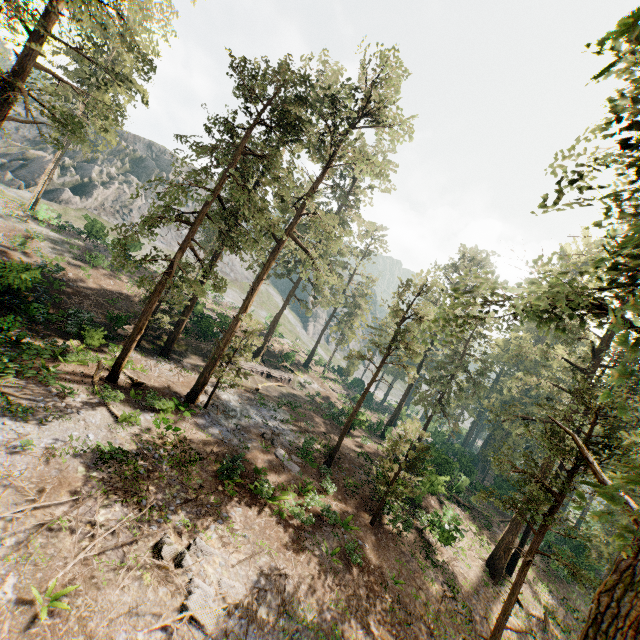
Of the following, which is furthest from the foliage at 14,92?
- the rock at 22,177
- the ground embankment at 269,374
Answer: the rock at 22,177

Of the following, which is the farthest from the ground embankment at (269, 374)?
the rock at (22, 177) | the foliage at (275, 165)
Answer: the rock at (22, 177)

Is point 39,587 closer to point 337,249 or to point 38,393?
point 38,393

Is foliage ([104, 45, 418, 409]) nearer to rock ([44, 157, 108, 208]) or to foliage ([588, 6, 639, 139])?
foliage ([588, 6, 639, 139])

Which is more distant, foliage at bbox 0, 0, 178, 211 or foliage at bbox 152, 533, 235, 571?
foliage at bbox 0, 0, 178, 211

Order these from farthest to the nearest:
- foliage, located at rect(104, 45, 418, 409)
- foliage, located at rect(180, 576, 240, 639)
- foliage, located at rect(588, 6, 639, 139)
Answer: foliage, located at rect(104, 45, 418, 409) < foliage, located at rect(180, 576, 240, 639) < foliage, located at rect(588, 6, 639, 139)

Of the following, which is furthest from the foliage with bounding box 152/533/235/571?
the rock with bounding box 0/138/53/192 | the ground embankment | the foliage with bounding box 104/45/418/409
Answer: the rock with bounding box 0/138/53/192
